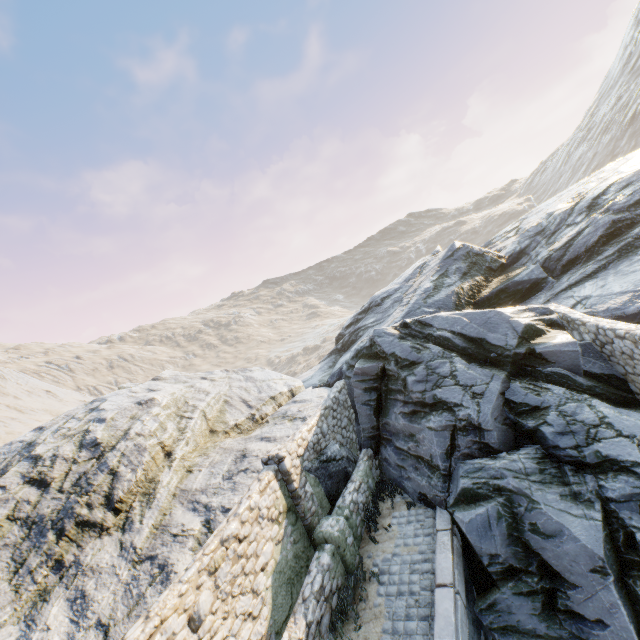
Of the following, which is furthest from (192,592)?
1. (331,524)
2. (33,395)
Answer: (33,395)

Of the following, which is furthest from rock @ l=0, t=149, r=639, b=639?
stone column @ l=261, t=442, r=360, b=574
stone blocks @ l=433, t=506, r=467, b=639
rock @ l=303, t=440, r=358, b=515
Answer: stone column @ l=261, t=442, r=360, b=574

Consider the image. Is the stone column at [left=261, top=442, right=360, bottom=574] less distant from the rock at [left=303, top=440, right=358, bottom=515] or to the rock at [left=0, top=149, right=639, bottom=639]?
the rock at [left=303, top=440, right=358, bottom=515]

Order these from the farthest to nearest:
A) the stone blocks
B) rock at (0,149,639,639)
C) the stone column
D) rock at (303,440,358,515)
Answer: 1. rock at (303,440,358,515)
2. the stone column
3. rock at (0,149,639,639)
4. the stone blocks

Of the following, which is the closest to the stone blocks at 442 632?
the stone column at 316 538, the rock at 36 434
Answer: the rock at 36 434

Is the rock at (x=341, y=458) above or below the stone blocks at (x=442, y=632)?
above

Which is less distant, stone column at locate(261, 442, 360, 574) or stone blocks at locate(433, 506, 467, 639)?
stone blocks at locate(433, 506, 467, 639)

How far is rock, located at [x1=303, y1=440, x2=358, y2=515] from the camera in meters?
9.6
